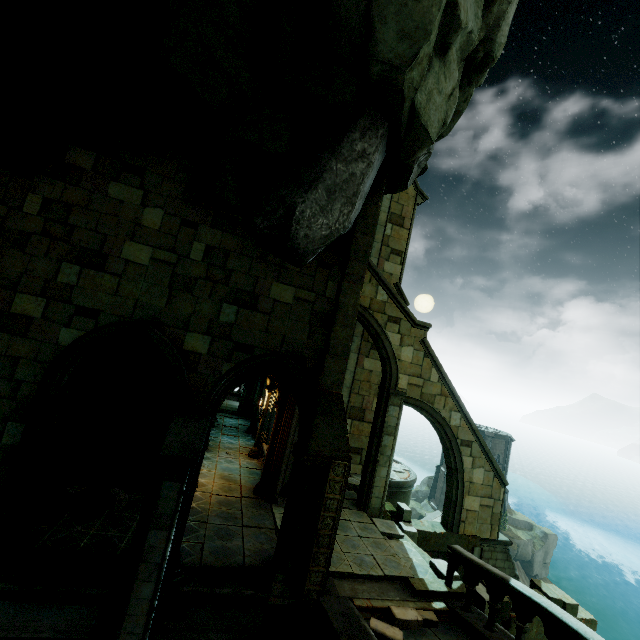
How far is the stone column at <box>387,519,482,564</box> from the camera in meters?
→ 11.1

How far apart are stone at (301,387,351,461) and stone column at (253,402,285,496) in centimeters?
362cm

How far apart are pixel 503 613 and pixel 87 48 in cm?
1626

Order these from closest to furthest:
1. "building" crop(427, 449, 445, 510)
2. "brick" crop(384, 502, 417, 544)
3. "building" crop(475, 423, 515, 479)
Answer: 1. "brick" crop(384, 502, 417, 544)
2. "building" crop(475, 423, 515, 479)
3. "building" crop(427, 449, 445, 510)

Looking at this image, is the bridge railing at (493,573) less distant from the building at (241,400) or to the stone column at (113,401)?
the building at (241,400)

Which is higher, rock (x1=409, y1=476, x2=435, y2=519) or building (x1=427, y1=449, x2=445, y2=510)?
building (x1=427, y1=449, x2=445, y2=510)

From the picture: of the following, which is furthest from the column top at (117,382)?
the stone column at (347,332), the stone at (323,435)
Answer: the stone column at (347,332)

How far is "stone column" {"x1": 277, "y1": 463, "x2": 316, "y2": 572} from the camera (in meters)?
7.15
